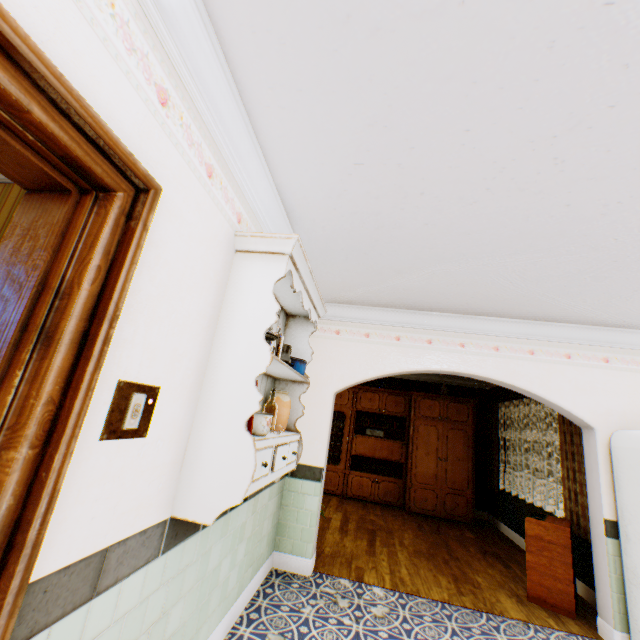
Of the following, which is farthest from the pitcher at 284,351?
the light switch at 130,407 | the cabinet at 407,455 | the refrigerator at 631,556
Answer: the cabinet at 407,455

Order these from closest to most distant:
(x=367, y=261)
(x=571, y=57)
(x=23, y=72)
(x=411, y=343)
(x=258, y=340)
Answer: (x=23, y=72)
(x=571, y=57)
(x=258, y=340)
(x=367, y=261)
(x=411, y=343)

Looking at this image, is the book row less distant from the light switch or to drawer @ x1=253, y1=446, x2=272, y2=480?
drawer @ x1=253, y1=446, x2=272, y2=480

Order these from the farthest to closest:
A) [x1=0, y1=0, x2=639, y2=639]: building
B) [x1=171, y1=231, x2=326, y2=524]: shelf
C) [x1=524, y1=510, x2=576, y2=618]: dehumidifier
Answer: [x1=524, y1=510, x2=576, y2=618]: dehumidifier
[x1=171, y1=231, x2=326, y2=524]: shelf
[x1=0, y1=0, x2=639, y2=639]: building

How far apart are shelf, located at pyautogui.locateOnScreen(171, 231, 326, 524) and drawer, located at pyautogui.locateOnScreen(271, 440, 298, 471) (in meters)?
0.01

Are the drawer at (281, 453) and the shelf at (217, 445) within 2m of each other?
yes

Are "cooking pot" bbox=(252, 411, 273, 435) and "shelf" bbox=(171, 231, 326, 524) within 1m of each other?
yes

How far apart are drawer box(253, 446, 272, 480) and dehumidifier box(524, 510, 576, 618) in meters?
3.4
